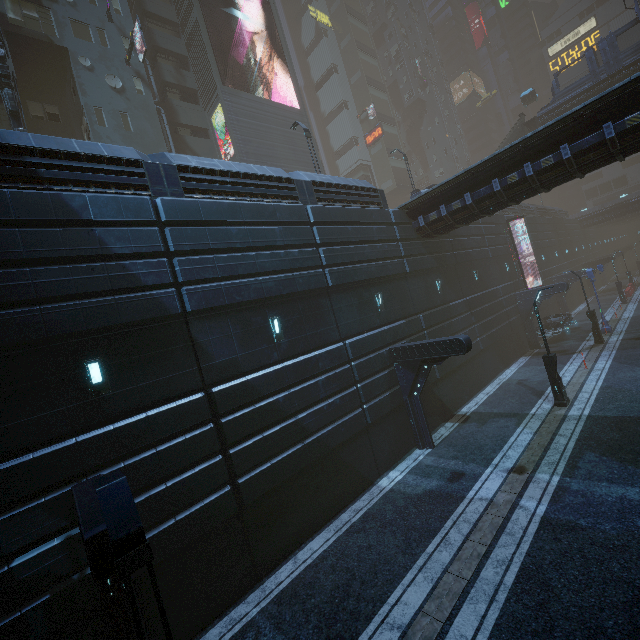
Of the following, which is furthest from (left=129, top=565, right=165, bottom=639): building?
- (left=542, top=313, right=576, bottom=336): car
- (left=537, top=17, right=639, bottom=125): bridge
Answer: (left=537, top=17, right=639, bottom=125): bridge

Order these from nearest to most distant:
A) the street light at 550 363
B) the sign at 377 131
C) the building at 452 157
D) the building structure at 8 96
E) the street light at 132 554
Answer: the street light at 132 554
the street light at 550 363
the building structure at 8 96
the sign at 377 131
the building at 452 157

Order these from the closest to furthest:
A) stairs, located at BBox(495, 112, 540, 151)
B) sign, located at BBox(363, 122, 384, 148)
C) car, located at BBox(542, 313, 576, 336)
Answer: car, located at BBox(542, 313, 576, 336)
stairs, located at BBox(495, 112, 540, 151)
sign, located at BBox(363, 122, 384, 148)

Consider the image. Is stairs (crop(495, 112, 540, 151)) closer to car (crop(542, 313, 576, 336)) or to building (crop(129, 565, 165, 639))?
building (crop(129, 565, 165, 639))

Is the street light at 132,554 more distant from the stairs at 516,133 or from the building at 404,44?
the stairs at 516,133

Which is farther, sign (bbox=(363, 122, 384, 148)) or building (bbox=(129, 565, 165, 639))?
sign (bbox=(363, 122, 384, 148))

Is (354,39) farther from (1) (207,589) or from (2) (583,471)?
(1) (207,589)

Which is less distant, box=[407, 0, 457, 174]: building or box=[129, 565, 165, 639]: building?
box=[129, 565, 165, 639]: building
